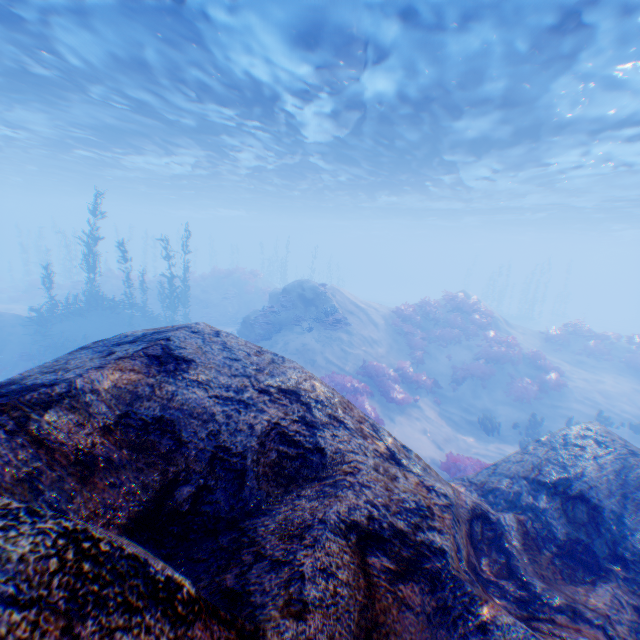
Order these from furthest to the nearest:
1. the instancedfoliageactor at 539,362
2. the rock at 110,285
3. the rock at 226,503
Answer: the rock at 110,285 < the instancedfoliageactor at 539,362 < the rock at 226,503

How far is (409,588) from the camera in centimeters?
203cm

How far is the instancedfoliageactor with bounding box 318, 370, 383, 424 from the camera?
12.4m

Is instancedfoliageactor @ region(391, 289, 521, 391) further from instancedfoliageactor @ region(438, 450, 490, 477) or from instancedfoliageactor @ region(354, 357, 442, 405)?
instancedfoliageactor @ region(438, 450, 490, 477)

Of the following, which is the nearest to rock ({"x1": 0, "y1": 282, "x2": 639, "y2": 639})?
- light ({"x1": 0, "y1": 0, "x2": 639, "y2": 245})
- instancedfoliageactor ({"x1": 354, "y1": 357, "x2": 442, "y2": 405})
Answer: light ({"x1": 0, "y1": 0, "x2": 639, "y2": 245})

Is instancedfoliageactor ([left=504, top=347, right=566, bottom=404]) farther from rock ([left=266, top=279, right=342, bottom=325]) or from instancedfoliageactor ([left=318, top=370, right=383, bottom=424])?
rock ([left=266, top=279, right=342, bottom=325])

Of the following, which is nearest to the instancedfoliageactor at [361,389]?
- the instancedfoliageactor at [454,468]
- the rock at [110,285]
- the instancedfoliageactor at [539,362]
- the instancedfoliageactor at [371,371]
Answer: the instancedfoliageactor at [371,371]

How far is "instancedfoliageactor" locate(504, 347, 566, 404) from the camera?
15.56m
